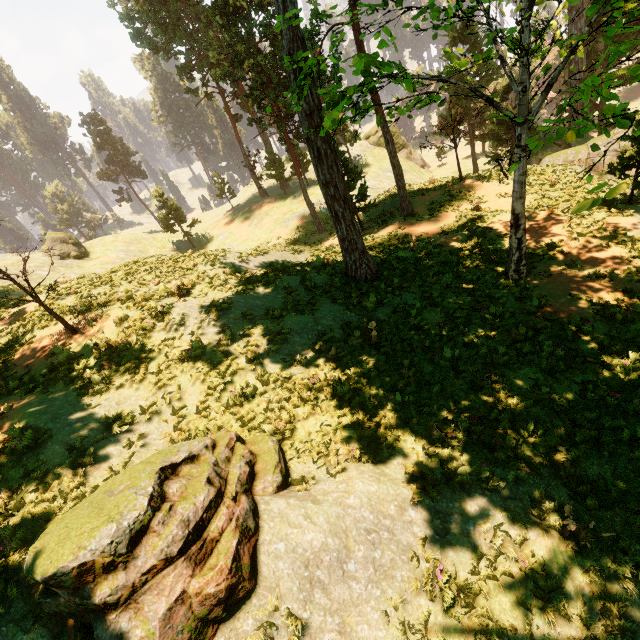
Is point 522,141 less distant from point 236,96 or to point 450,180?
point 450,180

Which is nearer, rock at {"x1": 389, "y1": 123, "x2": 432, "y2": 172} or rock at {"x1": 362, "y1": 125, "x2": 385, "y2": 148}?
rock at {"x1": 362, "y1": 125, "x2": 385, "y2": 148}

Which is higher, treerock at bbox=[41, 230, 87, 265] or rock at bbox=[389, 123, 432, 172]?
treerock at bbox=[41, 230, 87, 265]

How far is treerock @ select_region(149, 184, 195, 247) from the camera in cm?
4047

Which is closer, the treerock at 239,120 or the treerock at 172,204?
the treerock at 239,120

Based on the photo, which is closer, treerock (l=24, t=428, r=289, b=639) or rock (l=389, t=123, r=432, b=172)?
treerock (l=24, t=428, r=289, b=639)

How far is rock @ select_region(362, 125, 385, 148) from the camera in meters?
52.2 m

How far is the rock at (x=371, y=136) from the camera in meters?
52.2
